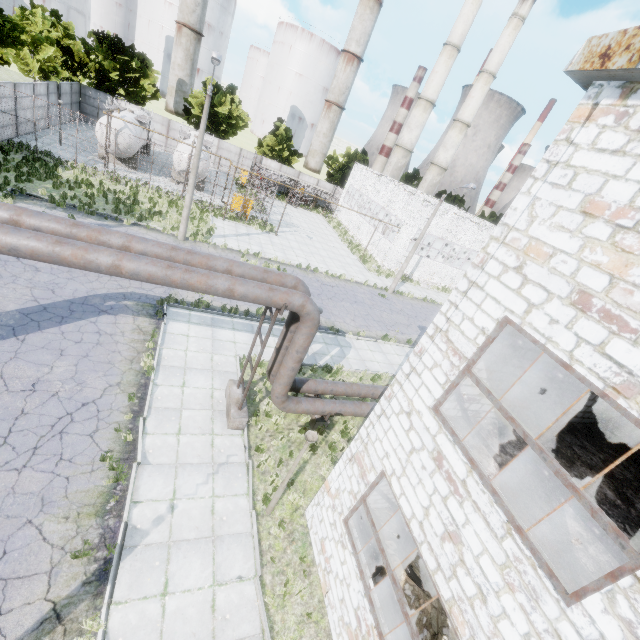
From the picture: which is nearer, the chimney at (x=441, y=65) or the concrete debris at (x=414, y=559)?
the concrete debris at (x=414, y=559)

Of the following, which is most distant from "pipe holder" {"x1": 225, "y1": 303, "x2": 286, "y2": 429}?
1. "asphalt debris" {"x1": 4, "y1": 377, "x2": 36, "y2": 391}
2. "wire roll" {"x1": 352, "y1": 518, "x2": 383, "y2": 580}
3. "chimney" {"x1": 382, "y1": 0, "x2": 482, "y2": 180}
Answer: "chimney" {"x1": 382, "y1": 0, "x2": 482, "y2": 180}

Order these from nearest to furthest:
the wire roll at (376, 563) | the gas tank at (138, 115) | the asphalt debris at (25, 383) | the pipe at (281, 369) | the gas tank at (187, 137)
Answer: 1. the pipe at (281, 369)
2. the wire roll at (376, 563)
3. the asphalt debris at (25, 383)
4. the gas tank at (138, 115)
5. the gas tank at (187, 137)

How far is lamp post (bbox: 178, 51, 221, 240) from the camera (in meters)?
15.27

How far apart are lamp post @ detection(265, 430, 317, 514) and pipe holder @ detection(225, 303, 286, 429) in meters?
2.6

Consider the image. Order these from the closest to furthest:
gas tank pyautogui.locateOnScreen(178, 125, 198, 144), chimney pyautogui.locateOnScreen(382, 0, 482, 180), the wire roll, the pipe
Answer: the pipe, the wire roll, gas tank pyautogui.locateOnScreen(178, 125, 198, 144), chimney pyautogui.locateOnScreen(382, 0, 482, 180)

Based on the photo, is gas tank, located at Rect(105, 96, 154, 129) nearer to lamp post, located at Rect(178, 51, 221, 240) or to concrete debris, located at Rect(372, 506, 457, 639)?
lamp post, located at Rect(178, 51, 221, 240)

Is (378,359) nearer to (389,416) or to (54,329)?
(389,416)
